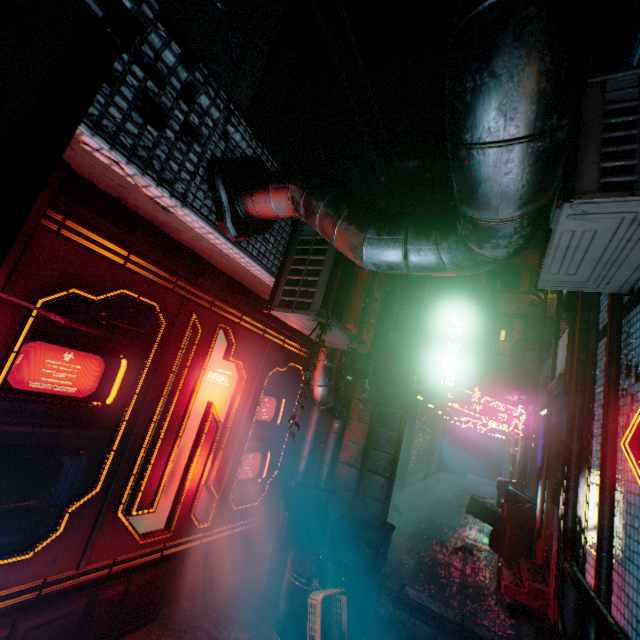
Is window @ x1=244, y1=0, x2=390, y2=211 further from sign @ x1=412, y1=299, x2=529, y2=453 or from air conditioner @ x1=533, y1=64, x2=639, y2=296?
air conditioner @ x1=533, y1=64, x2=639, y2=296

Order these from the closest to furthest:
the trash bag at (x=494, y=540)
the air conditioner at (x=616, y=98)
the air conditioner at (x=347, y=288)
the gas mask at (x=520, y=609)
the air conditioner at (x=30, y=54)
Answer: the air conditioner at (x=30, y=54)
the air conditioner at (x=616, y=98)
the air conditioner at (x=347, y=288)
the gas mask at (x=520, y=609)
the trash bag at (x=494, y=540)

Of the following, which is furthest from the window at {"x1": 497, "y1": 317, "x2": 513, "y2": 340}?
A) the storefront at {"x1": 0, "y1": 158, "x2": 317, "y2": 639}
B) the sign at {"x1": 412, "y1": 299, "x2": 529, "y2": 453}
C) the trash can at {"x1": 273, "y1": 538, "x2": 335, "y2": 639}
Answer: the trash can at {"x1": 273, "y1": 538, "x2": 335, "y2": 639}

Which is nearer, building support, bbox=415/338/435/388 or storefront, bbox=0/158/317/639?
storefront, bbox=0/158/317/639

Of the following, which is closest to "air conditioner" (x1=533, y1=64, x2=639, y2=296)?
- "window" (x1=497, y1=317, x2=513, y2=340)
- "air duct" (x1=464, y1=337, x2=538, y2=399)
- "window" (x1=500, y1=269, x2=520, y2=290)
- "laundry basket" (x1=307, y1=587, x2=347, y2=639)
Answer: "laundry basket" (x1=307, y1=587, x2=347, y2=639)

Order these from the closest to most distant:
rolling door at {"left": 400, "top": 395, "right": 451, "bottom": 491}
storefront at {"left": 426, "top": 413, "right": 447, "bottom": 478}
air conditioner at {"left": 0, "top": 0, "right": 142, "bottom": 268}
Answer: air conditioner at {"left": 0, "top": 0, "right": 142, "bottom": 268} → rolling door at {"left": 400, "top": 395, "right": 451, "bottom": 491} → storefront at {"left": 426, "top": 413, "right": 447, "bottom": 478}

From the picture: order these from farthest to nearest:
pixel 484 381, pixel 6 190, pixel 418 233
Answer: pixel 484 381, pixel 418 233, pixel 6 190

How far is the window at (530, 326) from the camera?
17.92m
